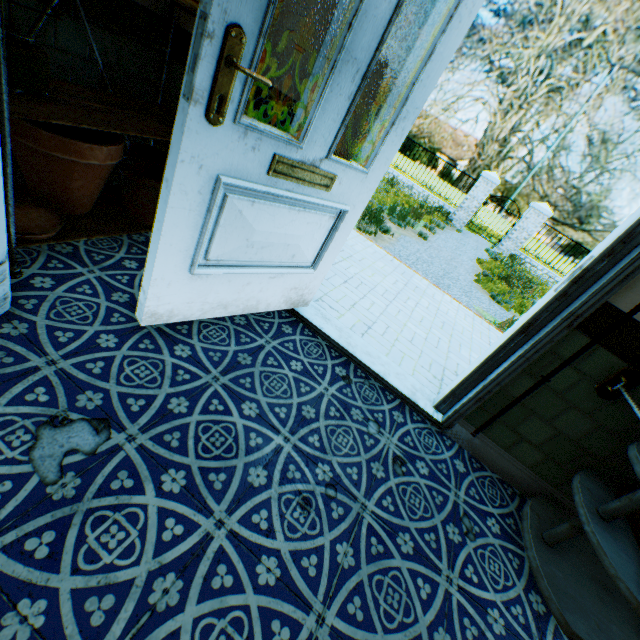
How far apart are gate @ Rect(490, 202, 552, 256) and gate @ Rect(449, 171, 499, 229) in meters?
1.3

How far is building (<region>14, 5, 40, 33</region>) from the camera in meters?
1.4 m

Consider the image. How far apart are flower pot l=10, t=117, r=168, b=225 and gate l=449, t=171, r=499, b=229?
14.8 meters

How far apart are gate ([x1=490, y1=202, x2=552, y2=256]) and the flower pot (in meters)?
15.25

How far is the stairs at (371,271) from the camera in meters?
2.5

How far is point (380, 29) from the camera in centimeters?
118cm

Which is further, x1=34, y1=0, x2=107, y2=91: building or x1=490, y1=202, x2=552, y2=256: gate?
x1=490, y1=202, x2=552, y2=256: gate

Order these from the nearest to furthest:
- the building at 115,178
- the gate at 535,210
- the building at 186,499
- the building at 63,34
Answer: the building at 186,499 → the building at 63,34 → the building at 115,178 → the gate at 535,210
